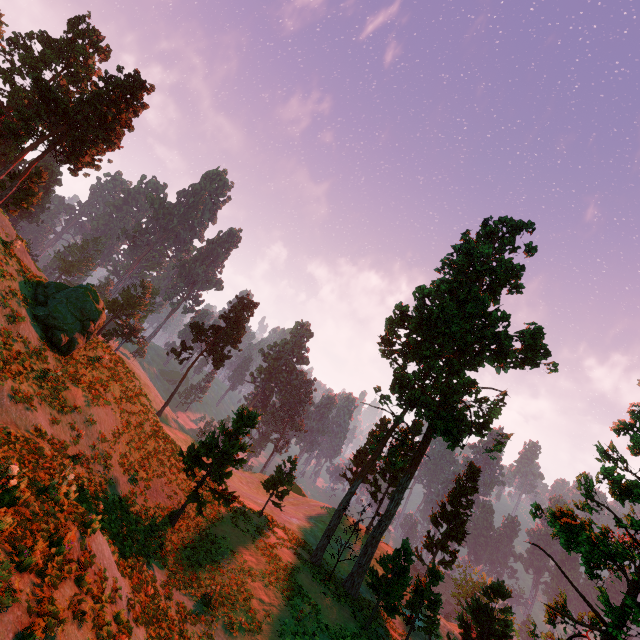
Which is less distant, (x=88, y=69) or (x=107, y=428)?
(x=107, y=428)

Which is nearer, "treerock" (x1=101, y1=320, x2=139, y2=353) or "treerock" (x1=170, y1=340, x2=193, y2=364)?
"treerock" (x1=170, y1=340, x2=193, y2=364)

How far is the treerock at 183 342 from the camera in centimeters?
5131cm

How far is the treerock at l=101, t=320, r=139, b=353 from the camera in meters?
54.2

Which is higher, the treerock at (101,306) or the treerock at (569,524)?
the treerock at (569,524)

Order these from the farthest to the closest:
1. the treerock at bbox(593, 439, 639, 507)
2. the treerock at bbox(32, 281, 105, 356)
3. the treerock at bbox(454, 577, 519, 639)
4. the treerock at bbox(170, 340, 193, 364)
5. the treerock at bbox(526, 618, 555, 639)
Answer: the treerock at bbox(170, 340, 193, 364) → the treerock at bbox(454, 577, 519, 639) → the treerock at bbox(32, 281, 105, 356) → the treerock at bbox(526, 618, 555, 639) → the treerock at bbox(593, 439, 639, 507)
